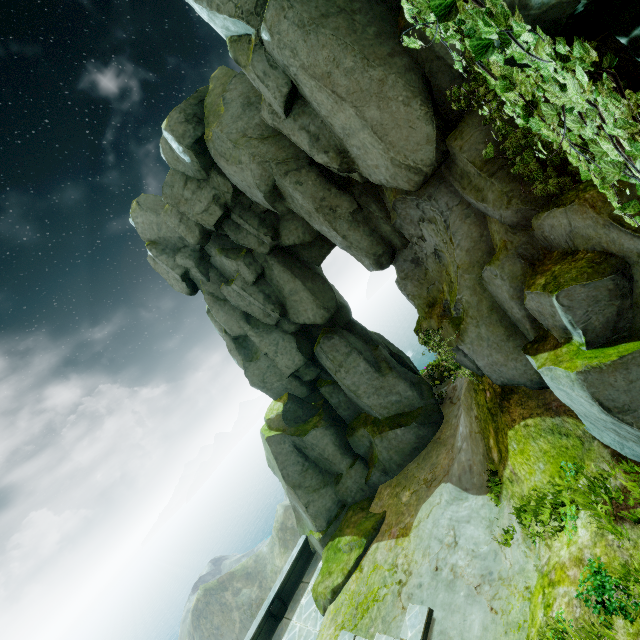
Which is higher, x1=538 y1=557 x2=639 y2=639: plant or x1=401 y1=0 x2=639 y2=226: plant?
x1=401 y1=0 x2=639 y2=226: plant

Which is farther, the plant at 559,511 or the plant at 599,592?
the plant at 559,511

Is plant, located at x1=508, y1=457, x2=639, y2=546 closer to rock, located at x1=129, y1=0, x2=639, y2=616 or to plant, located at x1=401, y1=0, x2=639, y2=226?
rock, located at x1=129, y1=0, x2=639, y2=616

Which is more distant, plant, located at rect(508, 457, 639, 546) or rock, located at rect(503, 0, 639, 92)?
plant, located at rect(508, 457, 639, 546)

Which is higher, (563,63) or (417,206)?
(417,206)

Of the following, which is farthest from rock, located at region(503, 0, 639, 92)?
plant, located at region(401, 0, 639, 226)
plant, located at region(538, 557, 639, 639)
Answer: plant, located at region(538, 557, 639, 639)

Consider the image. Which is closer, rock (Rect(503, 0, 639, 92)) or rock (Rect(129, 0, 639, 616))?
rock (Rect(503, 0, 639, 92))

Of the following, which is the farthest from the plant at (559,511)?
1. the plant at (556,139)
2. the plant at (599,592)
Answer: the plant at (556,139)
